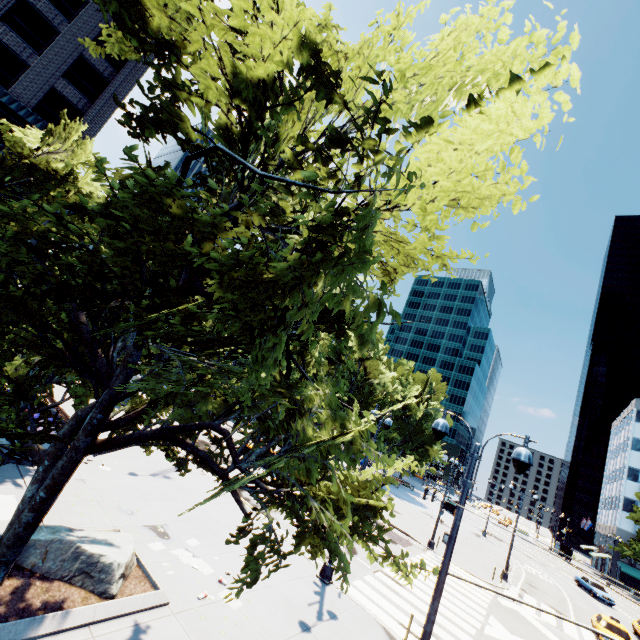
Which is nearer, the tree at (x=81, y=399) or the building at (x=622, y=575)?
the tree at (x=81, y=399)

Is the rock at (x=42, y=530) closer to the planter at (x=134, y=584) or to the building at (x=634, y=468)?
the planter at (x=134, y=584)

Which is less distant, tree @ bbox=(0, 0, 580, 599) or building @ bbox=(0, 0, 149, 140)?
tree @ bbox=(0, 0, 580, 599)

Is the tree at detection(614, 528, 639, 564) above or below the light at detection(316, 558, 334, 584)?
above

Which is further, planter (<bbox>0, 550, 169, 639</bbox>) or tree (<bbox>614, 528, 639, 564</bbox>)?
tree (<bbox>614, 528, 639, 564</bbox>)

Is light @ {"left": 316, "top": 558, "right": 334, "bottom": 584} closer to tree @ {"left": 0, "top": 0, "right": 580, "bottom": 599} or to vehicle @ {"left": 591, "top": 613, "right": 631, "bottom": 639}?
tree @ {"left": 0, "top": 0, "right": 580, "bottom": 599}

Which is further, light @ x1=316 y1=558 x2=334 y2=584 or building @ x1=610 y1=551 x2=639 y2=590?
building @ x1=610 y1=551 x2=639 y2=590

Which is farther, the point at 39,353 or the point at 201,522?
the point at 201,522
